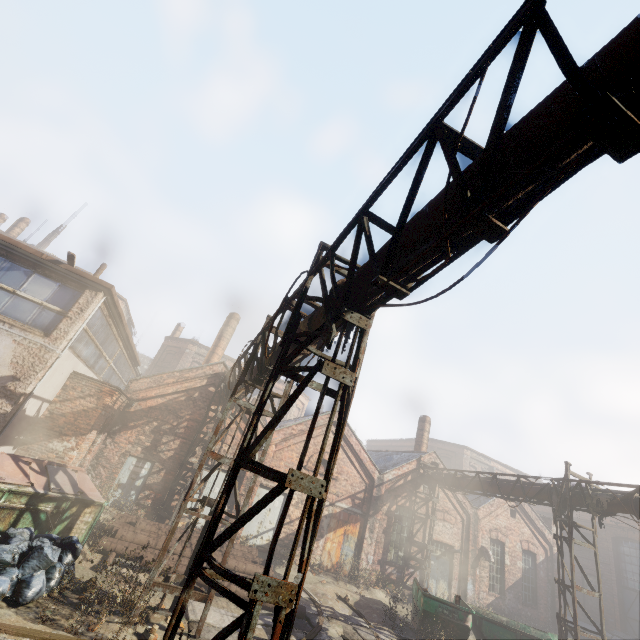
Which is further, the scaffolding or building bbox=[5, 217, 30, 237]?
building bbox=[5, 217, 30, 237]

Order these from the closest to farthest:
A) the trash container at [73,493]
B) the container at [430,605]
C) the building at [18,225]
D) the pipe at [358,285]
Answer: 1. the pipe at [358,285]
2. the trash container at [73,493]
3. the container at [430,605]
4. the building at [18,225]

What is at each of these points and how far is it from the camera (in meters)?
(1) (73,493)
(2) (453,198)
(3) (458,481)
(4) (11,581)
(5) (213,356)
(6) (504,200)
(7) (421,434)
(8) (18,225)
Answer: (1) trash container, 7.80
(2) pipe, 3.12
(3) pipe, 16.41
(4) trash bag, 5.66
(5) building, 22.91
(6) pipe, 2.89
(7) building, 22.78
(8) building, 29.56

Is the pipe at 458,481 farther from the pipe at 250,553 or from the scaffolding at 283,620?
the pipe at 250,553

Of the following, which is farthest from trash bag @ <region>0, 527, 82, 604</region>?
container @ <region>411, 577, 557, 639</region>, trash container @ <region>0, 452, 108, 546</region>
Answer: container @ <region>411, 577, 557, 639</region>

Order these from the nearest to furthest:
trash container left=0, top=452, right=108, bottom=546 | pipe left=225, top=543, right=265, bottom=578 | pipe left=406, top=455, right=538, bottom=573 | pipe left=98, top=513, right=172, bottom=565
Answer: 1. trash container left=0, top=452, right=108, bottom=546
2. pipe left=98, top=513, right=172, bottom=565
3. pipe left=225, top=543, right=265, bottom=578
4. pipe left=406, top=455, right=538, bottom=573

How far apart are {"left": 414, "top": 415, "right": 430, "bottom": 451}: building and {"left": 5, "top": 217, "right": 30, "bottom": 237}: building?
38.4m

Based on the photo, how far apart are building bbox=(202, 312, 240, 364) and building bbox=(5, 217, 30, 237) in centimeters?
2247cm
